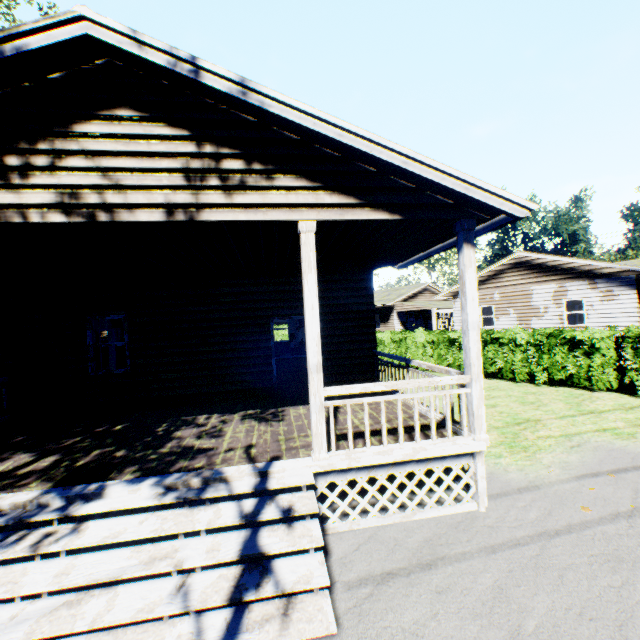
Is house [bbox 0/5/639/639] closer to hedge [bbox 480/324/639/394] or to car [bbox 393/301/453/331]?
hedge [bbox 480/324/639/394]

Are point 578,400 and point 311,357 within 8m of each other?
no

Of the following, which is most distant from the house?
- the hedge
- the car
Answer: the car

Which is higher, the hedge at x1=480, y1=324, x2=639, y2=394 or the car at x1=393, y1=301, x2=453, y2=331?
the car at x1=393, y1=301, x2=453, y2=331

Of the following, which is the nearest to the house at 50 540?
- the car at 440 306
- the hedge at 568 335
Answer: the hedge at 568 335

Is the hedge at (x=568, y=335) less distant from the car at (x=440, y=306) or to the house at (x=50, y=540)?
the house at (x=50, y=540)

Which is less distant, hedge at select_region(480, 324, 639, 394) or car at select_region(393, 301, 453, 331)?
hedge at select_region(480, 324, 639, 394)
